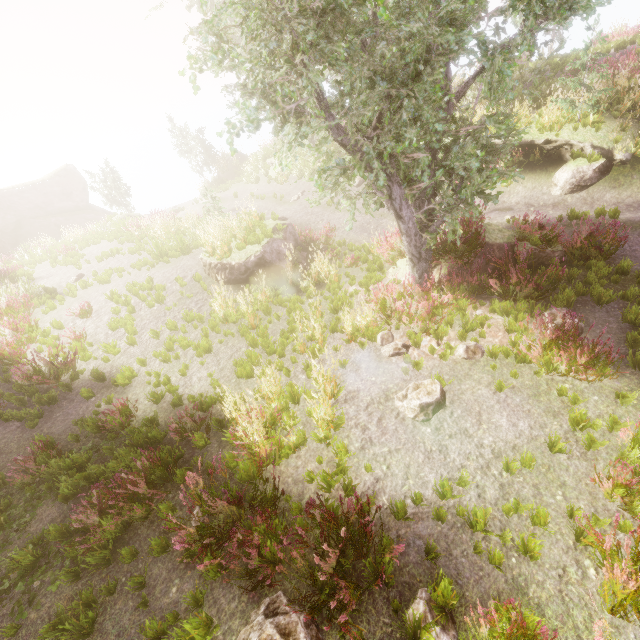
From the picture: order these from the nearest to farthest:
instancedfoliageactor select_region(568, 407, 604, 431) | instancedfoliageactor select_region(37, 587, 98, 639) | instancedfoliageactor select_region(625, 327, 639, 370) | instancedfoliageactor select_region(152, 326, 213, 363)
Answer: instancedfoliageactor select_region(37, 587, 98, 639) → instancedfoliageactor select_region(568, 407, 604, 431) → instancedfoliageactor select_region(625, 327, 639, 370) → instancedfoliageactor select_region(152, 326, 213, 363)

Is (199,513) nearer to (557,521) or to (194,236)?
(557,521)

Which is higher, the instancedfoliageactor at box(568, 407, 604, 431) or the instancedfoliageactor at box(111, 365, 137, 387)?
the instancedfoliageactor at box(111, 365, 137, 387)

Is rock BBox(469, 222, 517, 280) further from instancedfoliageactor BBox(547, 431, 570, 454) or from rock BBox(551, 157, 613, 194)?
rock BBox(551, 157, 613, 194)

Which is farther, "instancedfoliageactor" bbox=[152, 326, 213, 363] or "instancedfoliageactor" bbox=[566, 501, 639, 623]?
"instancedfoliageactor" bbox=[152, 326, 213, 363]

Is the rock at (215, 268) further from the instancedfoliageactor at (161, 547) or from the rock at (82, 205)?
the rock at (82, 205)

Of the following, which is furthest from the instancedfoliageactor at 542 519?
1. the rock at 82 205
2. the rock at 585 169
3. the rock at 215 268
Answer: the rock at 585 169

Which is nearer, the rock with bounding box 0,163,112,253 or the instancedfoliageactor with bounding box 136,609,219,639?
the instancedfoliageactor with bounding box 136,609,219,639
